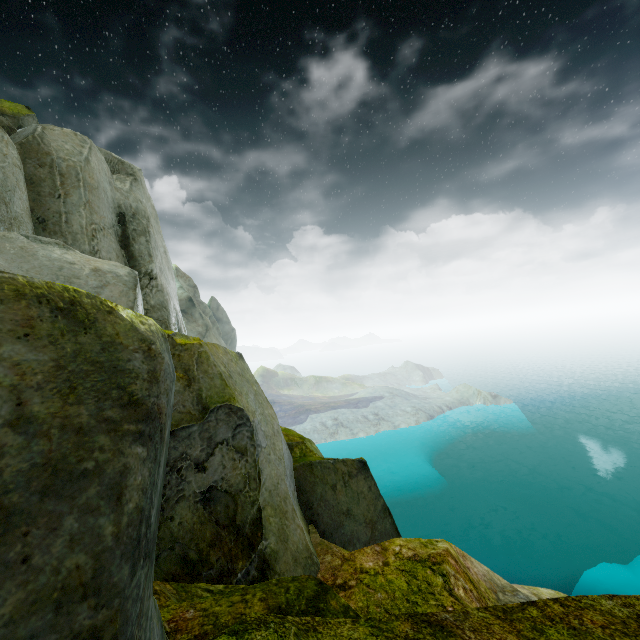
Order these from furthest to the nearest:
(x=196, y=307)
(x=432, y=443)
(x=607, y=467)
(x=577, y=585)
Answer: (x=196, y=307)
(x=432, y=443)
(x=607, y=467)
(x=577, y=585)
